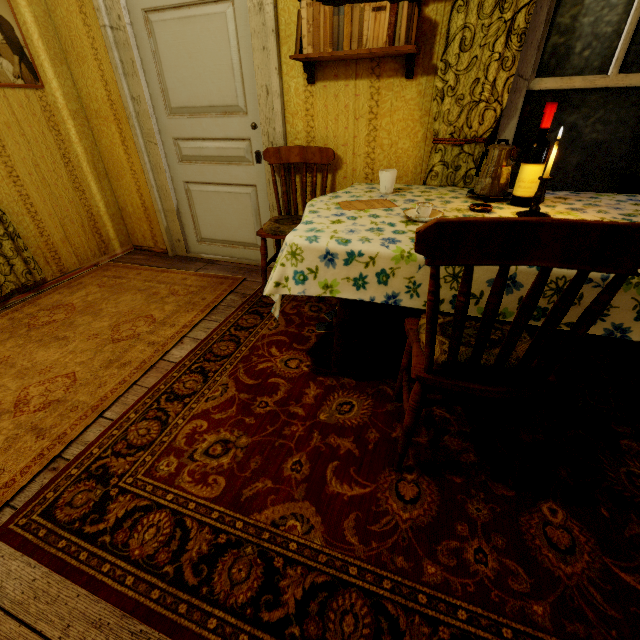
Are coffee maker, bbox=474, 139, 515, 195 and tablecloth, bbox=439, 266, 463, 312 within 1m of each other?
yes

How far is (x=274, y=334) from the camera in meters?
2.3 m

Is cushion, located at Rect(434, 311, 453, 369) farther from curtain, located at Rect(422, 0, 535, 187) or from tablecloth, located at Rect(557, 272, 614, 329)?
curtain, located at Rect(422, 0, 535, 187)

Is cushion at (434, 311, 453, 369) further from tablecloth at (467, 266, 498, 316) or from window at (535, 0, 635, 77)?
window at (535, 0, 635, 77)

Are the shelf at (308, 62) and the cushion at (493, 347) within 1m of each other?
no

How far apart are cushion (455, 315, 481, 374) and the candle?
0.6 meters

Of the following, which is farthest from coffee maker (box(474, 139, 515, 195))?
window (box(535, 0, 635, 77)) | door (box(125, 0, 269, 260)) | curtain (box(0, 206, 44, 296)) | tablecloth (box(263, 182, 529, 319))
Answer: curtain (box(0, 206, 44, 296))

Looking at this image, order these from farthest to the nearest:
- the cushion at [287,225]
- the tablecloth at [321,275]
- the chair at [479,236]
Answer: the cushion at [287,225] < the tablecloth at [321,275] < the chair at [479,236]
